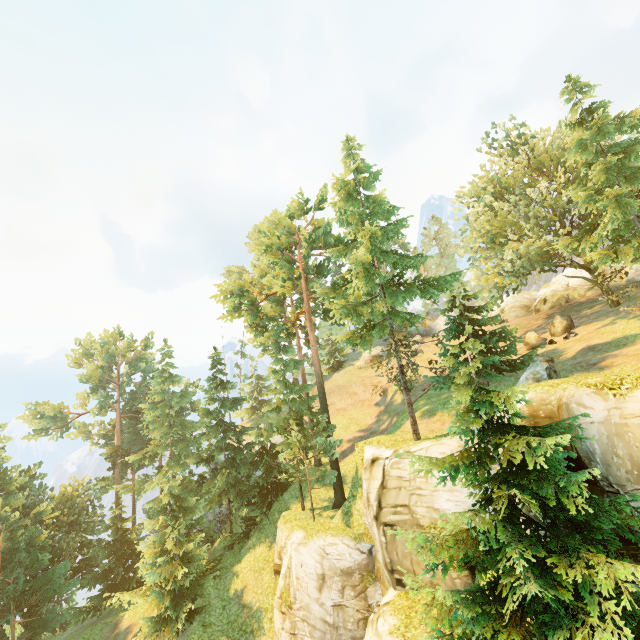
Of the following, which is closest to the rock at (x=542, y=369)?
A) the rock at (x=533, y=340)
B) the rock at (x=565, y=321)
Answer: the rock at (x=533, y=340)

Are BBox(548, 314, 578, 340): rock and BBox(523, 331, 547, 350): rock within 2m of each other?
yes

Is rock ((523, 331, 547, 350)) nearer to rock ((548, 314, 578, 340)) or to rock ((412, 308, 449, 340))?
rock ((548, 314, 578, 340))

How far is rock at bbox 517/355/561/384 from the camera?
15.74m

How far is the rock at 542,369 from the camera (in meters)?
15.74

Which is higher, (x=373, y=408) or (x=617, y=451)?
(x=373, y=408)

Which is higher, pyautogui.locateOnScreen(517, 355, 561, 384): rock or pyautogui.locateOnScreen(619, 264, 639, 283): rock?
pyautogui.locateOnScreen(619, 264, 639, 283): rock

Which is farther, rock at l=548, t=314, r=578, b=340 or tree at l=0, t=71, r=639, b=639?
rock at l=548, t=314, r=578, b=340
